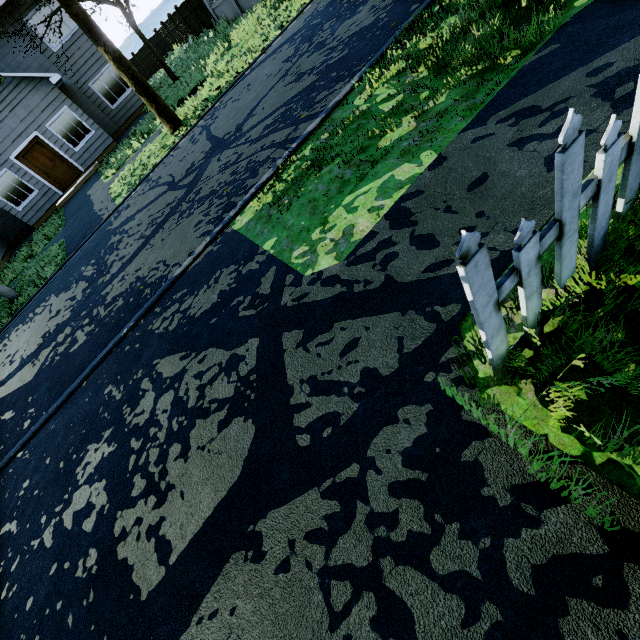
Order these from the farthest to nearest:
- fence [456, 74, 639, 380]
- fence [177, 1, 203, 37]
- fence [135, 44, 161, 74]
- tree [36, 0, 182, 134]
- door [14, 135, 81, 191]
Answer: fence [135, 44, 161, 74]
fence [177, 1, 203, 37]
door [14, 135, 81, 191]
tree [36, 0, 182, 134]
fence [456, 74, 639, 380]

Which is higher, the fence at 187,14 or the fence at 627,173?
the fence at 187,14

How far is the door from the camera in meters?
15.0 m

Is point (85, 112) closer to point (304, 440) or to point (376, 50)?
point (376, 50)

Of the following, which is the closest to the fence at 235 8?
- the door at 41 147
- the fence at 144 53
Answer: the door at 41 147

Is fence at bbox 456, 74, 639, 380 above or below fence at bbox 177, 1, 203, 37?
below

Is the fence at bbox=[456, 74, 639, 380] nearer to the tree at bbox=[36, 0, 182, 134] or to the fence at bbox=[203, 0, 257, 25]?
the tree at bbox=[36, 0, 182, 134]

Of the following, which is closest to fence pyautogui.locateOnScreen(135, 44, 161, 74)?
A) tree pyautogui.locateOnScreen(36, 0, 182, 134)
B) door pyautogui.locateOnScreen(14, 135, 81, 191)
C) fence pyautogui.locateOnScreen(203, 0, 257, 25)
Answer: tree pyautogui.locateOnScreen(36, 0, 182, 134)
